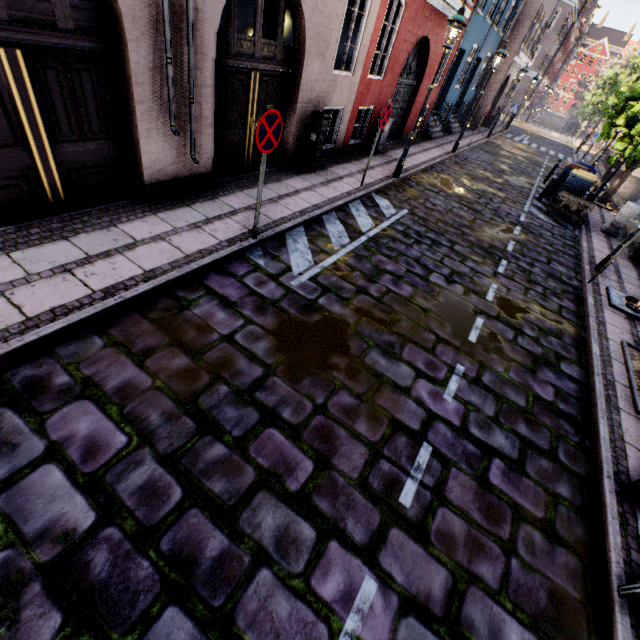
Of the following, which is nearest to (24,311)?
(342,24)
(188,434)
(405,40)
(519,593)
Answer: (188,434)

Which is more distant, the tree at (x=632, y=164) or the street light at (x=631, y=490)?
the tree at (x=632, y=164)

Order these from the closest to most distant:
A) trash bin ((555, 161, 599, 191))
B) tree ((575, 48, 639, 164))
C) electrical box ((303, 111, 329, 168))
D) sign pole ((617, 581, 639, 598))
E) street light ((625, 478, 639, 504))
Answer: sign pole ((617, 581, 639, 598))
street light ((625, 478, 639, 504))
electrical box ((303, 111, 329, 168))
trash bin ((555, 161, 599, 191))
tree ((575, 48, 639, 164))

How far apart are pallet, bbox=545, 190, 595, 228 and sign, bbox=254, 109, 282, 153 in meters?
11.1

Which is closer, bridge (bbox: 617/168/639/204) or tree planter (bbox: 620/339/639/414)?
tree planter (bbox: 620/339/639/414)

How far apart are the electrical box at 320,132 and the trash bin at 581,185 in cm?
998

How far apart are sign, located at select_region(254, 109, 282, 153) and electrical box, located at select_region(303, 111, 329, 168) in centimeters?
403cm

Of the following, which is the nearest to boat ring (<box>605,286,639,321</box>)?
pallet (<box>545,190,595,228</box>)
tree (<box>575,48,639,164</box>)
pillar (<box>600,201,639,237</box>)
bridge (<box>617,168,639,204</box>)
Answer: tree (<box>575,48,639,164</box>)
